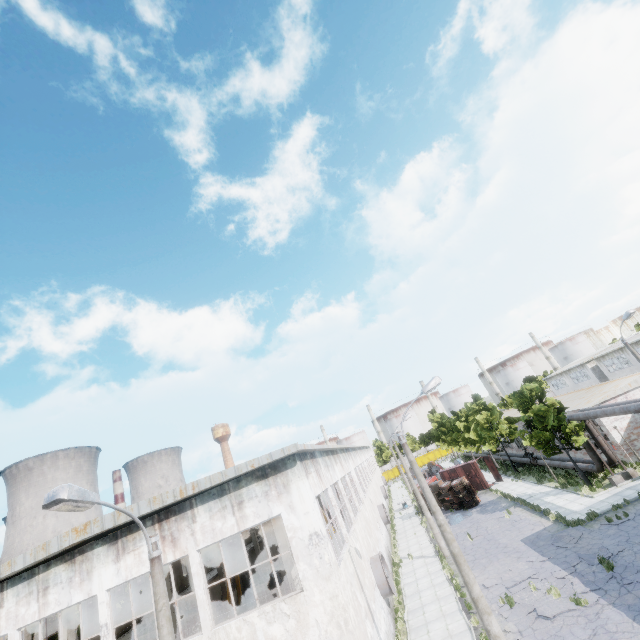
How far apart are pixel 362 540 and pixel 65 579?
14.72m

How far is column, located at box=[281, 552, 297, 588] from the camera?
15.6m

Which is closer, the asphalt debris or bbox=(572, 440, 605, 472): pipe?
the asphalt debris

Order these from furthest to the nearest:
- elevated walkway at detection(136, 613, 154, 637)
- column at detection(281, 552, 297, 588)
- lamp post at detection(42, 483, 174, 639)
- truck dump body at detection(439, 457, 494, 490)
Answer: truck dump body at detection(439, 457, 494, 490)
elevated walkway at detection(136, 613, 154, 637)
column at detection(281, 552, 297, 588)
lamp post at detection(42, 483, 174, 639)

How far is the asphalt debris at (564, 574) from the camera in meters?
13.9

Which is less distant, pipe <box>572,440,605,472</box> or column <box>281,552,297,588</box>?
column <box>281,552,297,588</box>

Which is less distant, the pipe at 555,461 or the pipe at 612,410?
the pipe at 612,410

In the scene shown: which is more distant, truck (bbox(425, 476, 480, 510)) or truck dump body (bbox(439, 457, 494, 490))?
truck dump body (bbox(439, 457, 494, 490))
